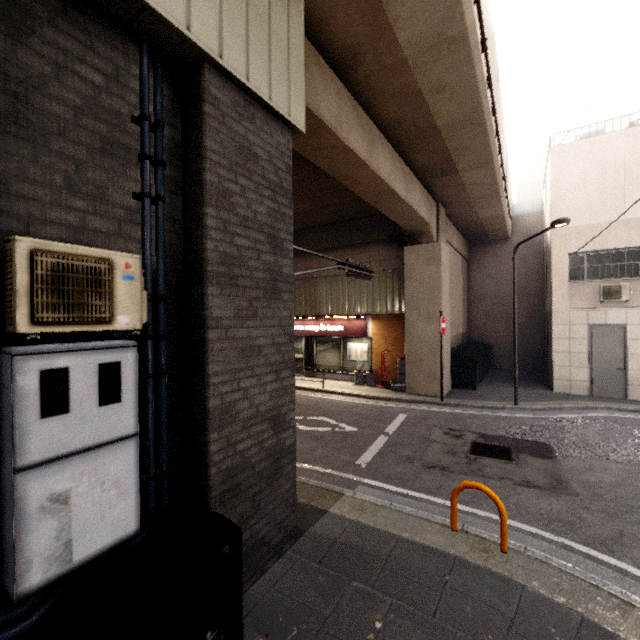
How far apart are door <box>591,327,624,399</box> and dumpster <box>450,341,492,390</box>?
3.5m

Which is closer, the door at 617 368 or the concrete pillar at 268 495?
the concrete pillar at 268 495

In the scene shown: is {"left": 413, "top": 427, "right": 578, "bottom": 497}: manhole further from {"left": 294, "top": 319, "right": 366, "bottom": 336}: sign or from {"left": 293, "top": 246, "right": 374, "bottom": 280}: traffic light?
{"left": 294, "top": 319, "right": 366, "bottom": 336}: sign

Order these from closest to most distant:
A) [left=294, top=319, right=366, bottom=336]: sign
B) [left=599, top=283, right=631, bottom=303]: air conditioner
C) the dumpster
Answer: [left=599, top=283, right=631, bottom=303]: air conditioner < the dumpster < [left=294, top=319, right=366, bottom=336]: sign

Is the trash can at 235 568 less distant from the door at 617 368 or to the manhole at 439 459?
the manhole at 439 459

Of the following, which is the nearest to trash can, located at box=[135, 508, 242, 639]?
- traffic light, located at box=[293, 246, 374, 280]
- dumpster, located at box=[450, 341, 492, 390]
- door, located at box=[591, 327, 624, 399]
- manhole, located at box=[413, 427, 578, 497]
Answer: traffic light, located at box=[293, 246, 374, 280]

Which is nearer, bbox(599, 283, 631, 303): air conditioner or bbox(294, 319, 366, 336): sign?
bbox(599, 283, 631, 303): air conditioner

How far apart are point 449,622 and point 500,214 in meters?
13.8
